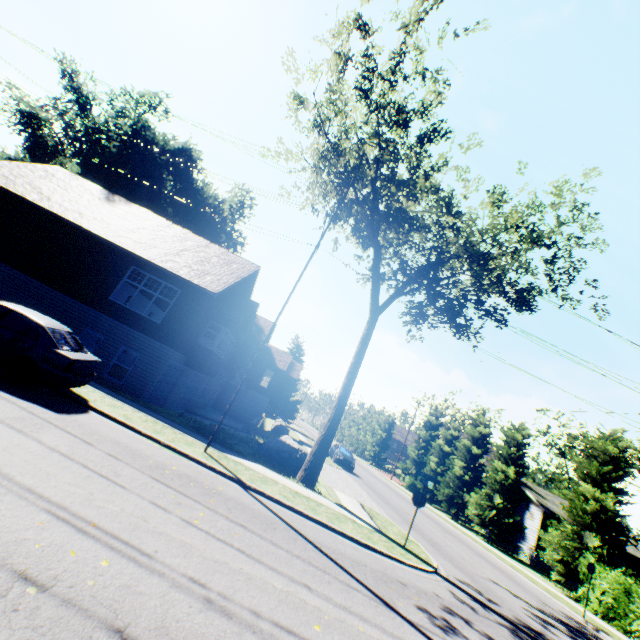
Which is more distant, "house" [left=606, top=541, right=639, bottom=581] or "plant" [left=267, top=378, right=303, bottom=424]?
"plant" [left=267, top=378, right=303, bottom=424]

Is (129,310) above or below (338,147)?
below

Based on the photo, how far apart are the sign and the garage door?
12.78m

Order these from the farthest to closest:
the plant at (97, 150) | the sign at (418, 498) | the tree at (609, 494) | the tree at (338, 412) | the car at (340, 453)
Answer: the plant at (97, 150) < the car at (340, 453) < the tree at (609, 494) < the tree at (338, 412) < the sign at (418, 498)

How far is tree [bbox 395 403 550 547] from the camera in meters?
27.2

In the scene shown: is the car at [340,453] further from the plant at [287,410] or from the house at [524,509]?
the plant at [287,410]

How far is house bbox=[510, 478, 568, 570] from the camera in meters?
26.9

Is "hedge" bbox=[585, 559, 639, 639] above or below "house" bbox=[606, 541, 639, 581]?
below
